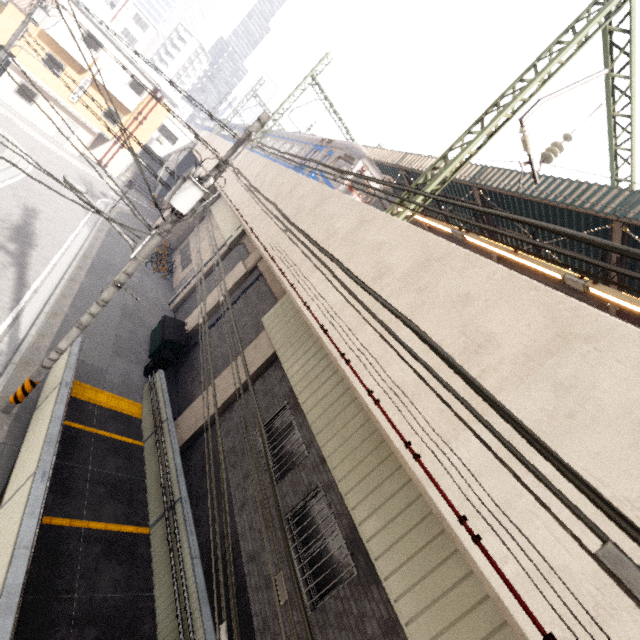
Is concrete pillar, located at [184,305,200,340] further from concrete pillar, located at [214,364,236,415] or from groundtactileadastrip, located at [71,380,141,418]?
groundtactileadastrip, located at [71,380,141,418]

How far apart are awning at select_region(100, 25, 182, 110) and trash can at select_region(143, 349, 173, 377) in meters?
28.6 m

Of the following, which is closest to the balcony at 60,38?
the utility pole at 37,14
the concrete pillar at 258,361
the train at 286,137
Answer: the utility pole at 37,14

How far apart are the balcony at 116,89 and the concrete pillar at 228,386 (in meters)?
26.97

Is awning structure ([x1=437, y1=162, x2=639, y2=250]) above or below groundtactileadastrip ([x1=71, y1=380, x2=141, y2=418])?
above

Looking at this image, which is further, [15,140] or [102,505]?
[15,140]

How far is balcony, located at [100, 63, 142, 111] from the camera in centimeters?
2503cm

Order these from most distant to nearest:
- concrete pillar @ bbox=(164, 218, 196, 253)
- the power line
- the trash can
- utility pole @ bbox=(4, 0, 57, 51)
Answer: concrete pillar @ bbox=(164, 218, 196, 253)
utility pole @ bbox=(4, 0, 57, 51)
the trash can
the power line
